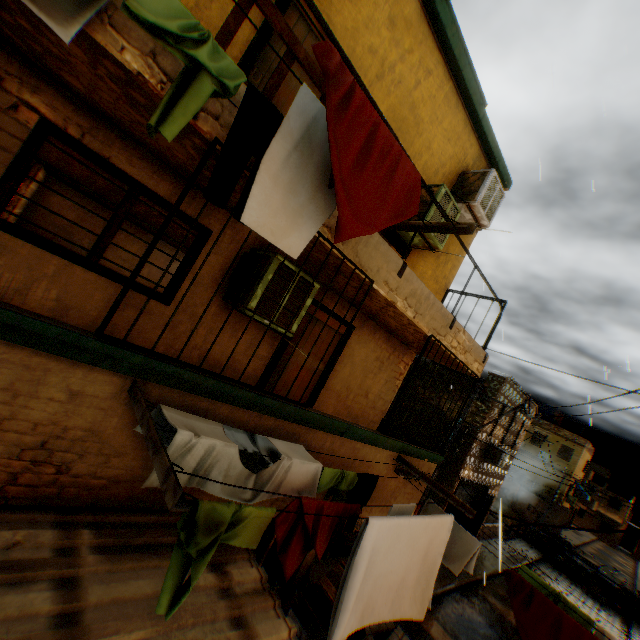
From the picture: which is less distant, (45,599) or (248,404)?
(45,599)

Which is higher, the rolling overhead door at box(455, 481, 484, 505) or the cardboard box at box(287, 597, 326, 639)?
the rolling overhead door at box(455, 481, 484, 505)

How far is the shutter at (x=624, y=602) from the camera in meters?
20.9

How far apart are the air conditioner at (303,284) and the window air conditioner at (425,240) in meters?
2.1 m

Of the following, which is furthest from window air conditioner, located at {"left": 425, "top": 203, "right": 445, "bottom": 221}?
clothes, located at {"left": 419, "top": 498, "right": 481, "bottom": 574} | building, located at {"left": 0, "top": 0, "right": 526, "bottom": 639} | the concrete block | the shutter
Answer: the shutter

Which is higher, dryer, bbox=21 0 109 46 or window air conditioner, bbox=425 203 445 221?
window air conditioner, bbox=425 203 445 221

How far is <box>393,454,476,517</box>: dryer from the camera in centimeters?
427cm

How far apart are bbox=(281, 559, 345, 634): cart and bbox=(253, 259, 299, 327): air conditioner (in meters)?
4.94
